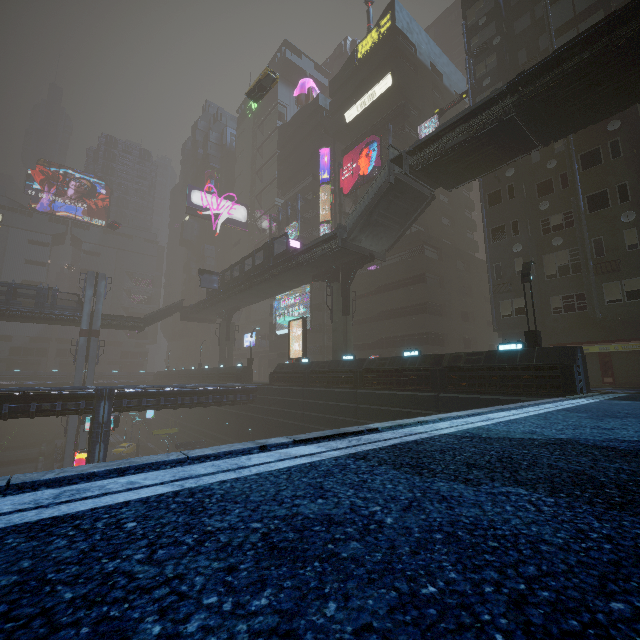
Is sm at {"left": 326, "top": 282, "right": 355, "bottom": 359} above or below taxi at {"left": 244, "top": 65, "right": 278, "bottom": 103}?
below

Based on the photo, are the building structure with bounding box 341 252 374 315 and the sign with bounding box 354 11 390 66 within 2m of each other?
no

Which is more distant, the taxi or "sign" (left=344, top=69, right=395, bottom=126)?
"sign" (left=344, top=69, right=395, bottom=126)

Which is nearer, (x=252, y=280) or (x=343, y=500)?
(x=343, y=500)

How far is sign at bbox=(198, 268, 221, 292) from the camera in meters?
42.3

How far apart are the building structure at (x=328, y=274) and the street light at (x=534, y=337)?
15.51m

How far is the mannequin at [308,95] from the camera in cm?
5494

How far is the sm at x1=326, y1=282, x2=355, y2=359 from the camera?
28.0 meters
